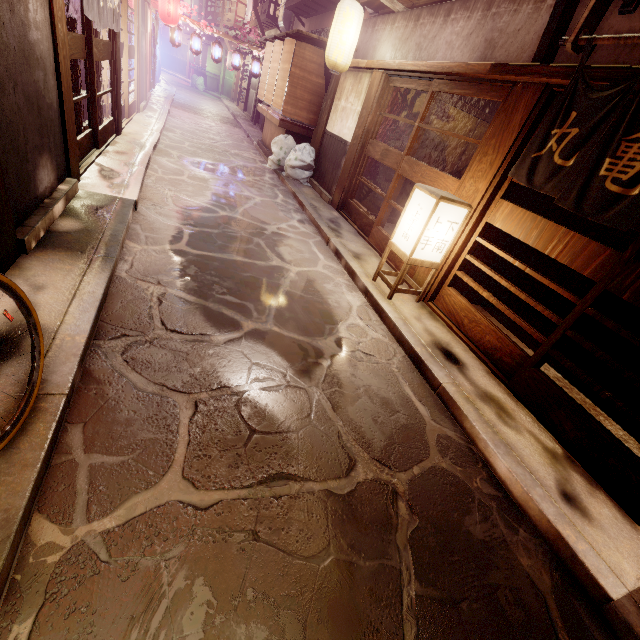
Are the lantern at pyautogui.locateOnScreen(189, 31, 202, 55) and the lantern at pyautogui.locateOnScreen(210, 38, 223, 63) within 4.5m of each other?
yes

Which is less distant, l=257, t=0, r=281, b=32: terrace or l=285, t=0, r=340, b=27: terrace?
l=285, t=0, r=340, b=27: terrace

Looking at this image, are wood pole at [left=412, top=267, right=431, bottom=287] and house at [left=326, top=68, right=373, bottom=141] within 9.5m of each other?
yes

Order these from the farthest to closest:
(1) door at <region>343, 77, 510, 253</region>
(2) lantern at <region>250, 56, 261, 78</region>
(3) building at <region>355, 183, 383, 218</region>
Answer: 1. (2) lantern at <region>250, 56, 261, 78</region>
2. (3) building at <region>355, 183, 383, 218</region>
3. (1) door at <region>343, 77, 510, 253</region>

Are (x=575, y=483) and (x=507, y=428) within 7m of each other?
yes

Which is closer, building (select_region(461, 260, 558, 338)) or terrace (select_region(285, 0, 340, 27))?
building (select_region(461, 260, 558, 338))

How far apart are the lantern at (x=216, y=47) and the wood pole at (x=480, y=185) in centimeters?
2668cm

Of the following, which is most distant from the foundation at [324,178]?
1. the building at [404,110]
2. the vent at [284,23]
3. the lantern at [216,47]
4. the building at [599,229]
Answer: the vent at [284,23]
